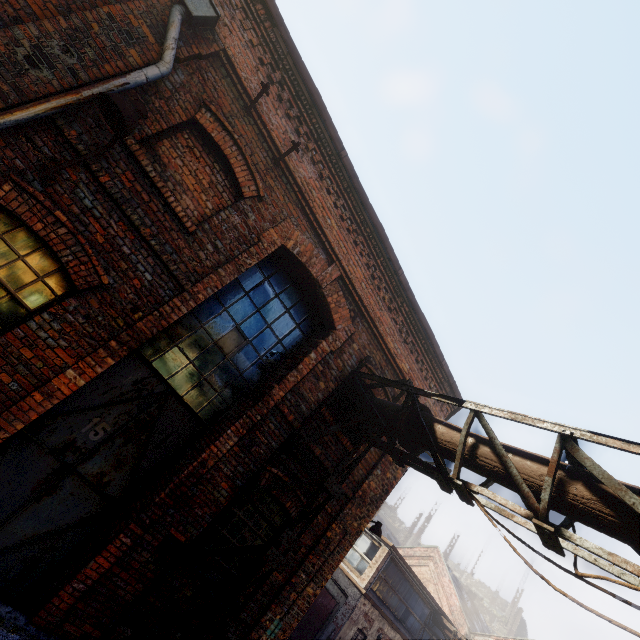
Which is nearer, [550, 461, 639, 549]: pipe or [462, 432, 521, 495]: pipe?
[550, 461, 639, 549]: pipe

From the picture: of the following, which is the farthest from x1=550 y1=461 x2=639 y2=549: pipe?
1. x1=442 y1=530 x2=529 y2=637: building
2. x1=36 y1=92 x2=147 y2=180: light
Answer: x1=442 y1=530 x2=529 y2=637: building

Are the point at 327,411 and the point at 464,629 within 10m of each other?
no

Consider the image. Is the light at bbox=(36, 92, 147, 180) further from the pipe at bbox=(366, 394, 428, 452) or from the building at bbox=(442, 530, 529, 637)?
the building at bbox=(442, 530, 529, 637)

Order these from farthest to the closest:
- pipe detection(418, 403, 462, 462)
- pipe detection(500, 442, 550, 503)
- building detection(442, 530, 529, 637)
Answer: building detection(442, 530, 529, 637) < pipe detection(418, 403, 462, 462) < pipe detection(500, 442, 550, 503)

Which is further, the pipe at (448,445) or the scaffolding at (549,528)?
the pipe at (448,445)

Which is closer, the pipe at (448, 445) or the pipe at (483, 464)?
the pipe at (483, 464)
